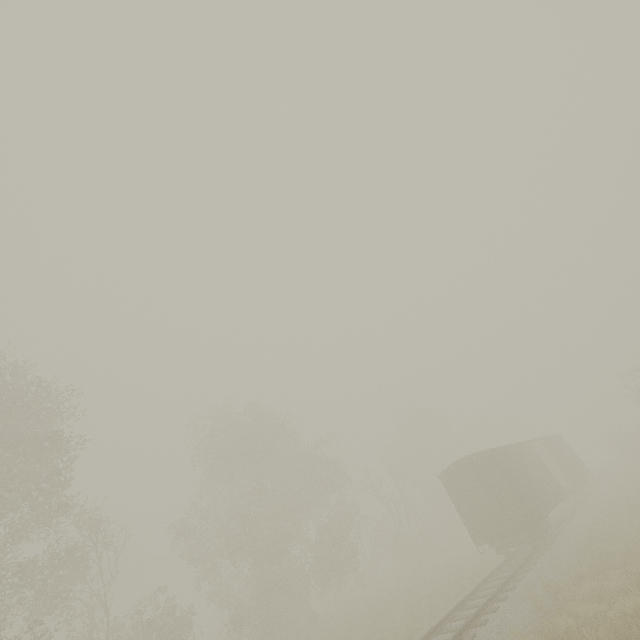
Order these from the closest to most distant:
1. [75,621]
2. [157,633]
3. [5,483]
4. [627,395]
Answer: [5,483] → [157,633] → [627,395] → [75,621]

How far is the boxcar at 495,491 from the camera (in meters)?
15.97

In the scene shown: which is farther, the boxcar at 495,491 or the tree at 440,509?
the boxcar at 495,491

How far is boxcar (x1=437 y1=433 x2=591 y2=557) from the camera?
16.0 meters

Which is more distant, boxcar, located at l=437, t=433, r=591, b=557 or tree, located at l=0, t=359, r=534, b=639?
boxcar, located at l=437, t=433, r=591, b=557
